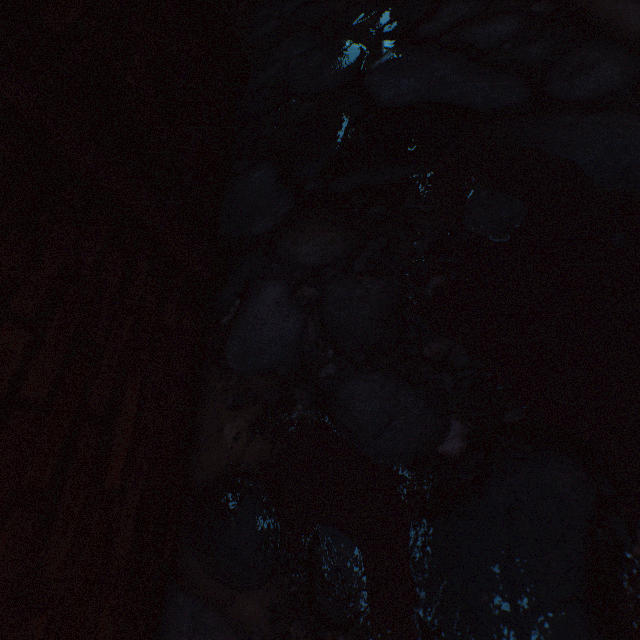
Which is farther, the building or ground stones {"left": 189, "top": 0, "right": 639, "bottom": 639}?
the building

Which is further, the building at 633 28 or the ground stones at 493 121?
the building at 633 28

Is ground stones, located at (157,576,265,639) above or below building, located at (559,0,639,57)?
below

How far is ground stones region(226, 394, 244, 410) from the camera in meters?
1.2

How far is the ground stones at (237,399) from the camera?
1.2 meters

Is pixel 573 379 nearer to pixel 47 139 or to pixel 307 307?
pixel 307 307

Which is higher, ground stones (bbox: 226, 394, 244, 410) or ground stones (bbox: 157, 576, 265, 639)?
ground stones (bbox: 157, 576, 265, 639)
